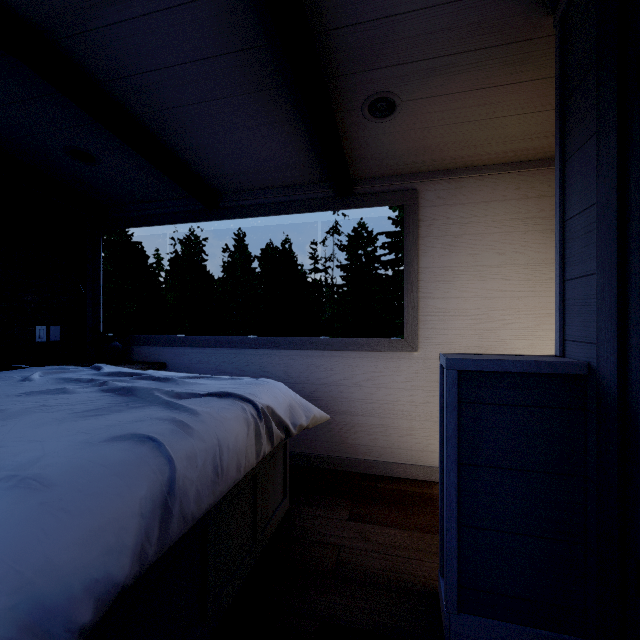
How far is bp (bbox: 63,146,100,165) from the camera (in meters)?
2.14

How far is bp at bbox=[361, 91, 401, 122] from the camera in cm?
164

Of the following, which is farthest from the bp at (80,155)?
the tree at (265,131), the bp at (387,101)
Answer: the bp at (387,101)

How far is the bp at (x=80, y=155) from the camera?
2.14m

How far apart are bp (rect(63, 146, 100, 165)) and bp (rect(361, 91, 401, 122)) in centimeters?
185cm

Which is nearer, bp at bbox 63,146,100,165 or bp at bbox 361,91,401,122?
bp at bbox 361,91,401,122

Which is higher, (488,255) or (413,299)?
(488,255)

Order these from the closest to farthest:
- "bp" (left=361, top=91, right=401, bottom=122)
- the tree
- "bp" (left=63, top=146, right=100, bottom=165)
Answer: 1. the tree
2. "bp" (left=361, top=91, right=401, bottom=122)
3. "bp" (left=63, top=146, right=100, bottom=165)
